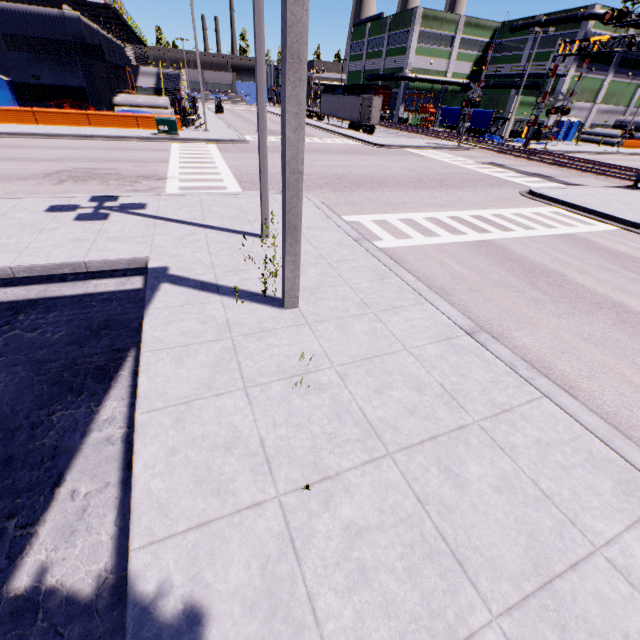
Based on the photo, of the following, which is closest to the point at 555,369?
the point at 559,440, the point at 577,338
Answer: the point at 577,338

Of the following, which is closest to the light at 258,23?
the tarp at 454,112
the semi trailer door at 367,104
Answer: the semi trailer door at 367,104

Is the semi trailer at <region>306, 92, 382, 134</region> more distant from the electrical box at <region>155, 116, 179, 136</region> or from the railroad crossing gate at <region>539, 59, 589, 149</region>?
the railroad crossing gate at <region>539, 59, 589, 149</region>

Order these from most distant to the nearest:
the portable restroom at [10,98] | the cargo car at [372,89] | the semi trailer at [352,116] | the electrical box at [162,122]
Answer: the cargo car at [372,89] < the semi trailer at [352,116] < the portable restroom at [10,98] < the electrical box at [162,122]

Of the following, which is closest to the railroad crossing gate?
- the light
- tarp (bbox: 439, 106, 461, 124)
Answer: tarp (bbox: 439, 106, 461, 124)

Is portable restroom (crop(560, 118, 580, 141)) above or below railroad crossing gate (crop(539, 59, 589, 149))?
below

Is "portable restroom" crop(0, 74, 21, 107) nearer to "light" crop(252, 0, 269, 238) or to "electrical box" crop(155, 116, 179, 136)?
"electrical box" crop(155, 116, 179, 136)

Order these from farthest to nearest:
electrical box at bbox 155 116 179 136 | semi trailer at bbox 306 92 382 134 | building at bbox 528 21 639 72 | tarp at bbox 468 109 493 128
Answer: building at bbox 528 21 639 72 → tarp at bbox 468 109 493 128 → semi trailer at bbox 306 92 382 134 → electrical box at bbox 155 116 179 136
